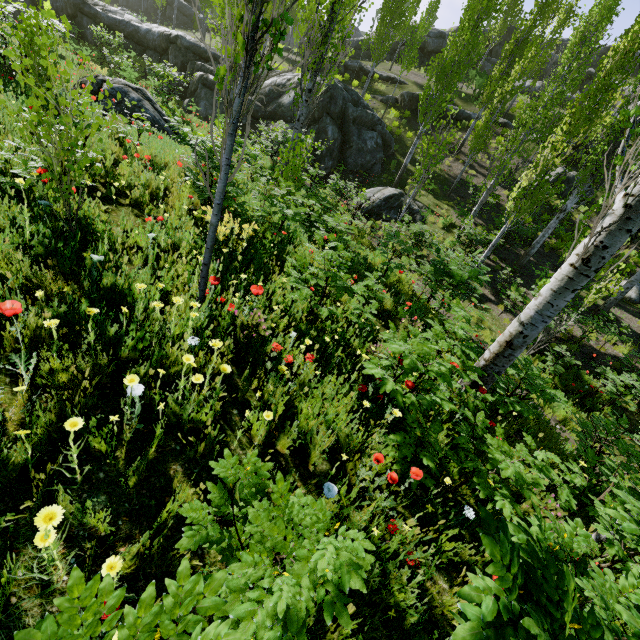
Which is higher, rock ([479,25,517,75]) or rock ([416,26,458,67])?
rock ([479,25,517,75])

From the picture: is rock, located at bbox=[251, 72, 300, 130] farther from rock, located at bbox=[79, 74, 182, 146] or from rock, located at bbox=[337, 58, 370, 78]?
rock, located at bbox=[79, 74, 182, 146]

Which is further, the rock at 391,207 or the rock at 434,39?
the rock at 434,39

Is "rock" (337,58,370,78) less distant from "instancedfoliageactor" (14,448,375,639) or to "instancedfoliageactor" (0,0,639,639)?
"instancedfoliageactor" (0,0,639,639)

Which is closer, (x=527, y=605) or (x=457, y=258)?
(x=527, y=605)

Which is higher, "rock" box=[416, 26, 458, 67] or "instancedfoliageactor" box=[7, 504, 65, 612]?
"rock" box=[416, 26, 458, 67]

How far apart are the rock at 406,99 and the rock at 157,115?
21.3m

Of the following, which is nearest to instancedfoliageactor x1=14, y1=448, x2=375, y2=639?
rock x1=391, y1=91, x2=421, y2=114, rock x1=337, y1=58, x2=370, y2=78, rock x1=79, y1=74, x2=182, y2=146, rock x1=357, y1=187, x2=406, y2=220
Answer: rock x1=79, y1=74, x2=182, y2=146
